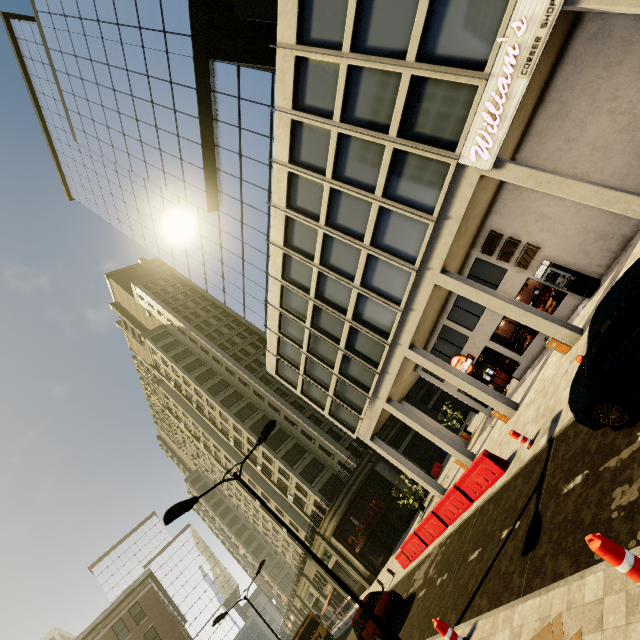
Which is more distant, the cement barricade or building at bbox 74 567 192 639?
building at bbox 74 567 192 639

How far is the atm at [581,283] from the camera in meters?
14.8

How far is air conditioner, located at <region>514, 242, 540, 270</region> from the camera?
16.06m

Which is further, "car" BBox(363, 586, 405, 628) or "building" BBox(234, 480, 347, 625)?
"building" BBox(234, 480, 347, 625)

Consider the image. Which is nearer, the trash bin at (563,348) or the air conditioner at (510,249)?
the trash bin at (563,348)

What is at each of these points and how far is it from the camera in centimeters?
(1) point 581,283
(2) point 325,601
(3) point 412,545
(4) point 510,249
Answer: (1) atm, 1485cm
(2) building, 4306cm
(3) cement barricade, 1786cm
(4) air conditioner, 1667cm

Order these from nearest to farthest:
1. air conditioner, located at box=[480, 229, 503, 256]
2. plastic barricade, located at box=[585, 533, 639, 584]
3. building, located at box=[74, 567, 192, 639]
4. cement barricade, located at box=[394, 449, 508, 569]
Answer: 1. plastic barricade, located at box=[585, 533, 639, 584]
2. cement barricade, located at box=[394, 449, 508, 569]
3. air conditioner, located at box=[480, 229, 503, 256]
4. building, located at box=[74, 567, 192, 639]

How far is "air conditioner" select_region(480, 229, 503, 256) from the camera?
16.8m
